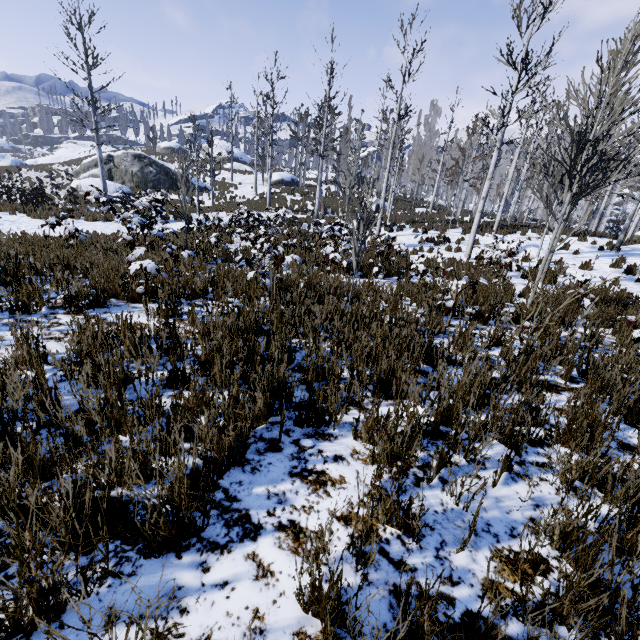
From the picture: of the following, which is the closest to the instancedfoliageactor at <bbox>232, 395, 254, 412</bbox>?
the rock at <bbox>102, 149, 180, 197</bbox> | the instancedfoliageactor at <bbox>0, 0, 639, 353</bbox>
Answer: the instancedfoliageactor at <bbox>0, 0, 639, 353</bbox>

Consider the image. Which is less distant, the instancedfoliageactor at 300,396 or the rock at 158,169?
the instancedfoliageactor at 300,396

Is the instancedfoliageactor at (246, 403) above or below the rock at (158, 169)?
below

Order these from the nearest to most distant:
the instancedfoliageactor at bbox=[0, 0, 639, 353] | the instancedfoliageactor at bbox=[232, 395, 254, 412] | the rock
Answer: the instancedfoliageactor at bbox=[232, 395, 254, 412] → the instancedfoliageactor at bbox=[0, 0, 639, 353] → the rock

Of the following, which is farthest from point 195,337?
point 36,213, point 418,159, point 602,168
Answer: point 418,159

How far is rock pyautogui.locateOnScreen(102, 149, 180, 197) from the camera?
26.31m
